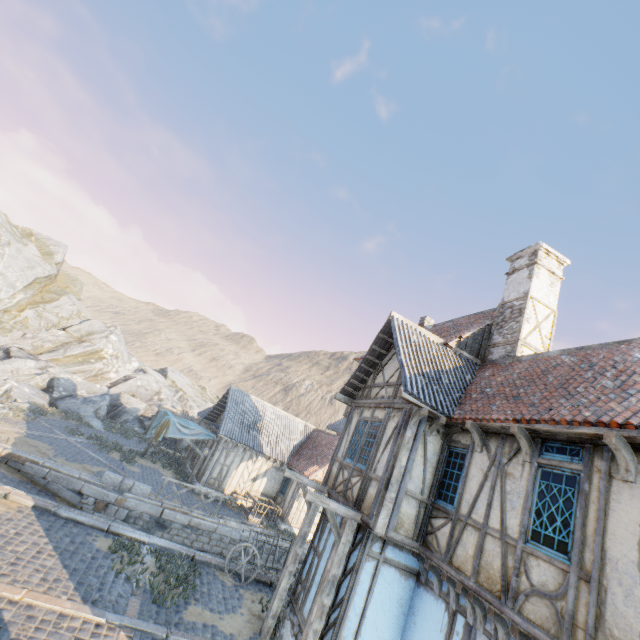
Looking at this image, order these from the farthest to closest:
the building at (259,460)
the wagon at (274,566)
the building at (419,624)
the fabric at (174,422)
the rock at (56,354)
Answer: the rock at (56,354) < the building at (259,460) < the fabric at (174,422) < the wagon at (274,566) < the building at (419,624)

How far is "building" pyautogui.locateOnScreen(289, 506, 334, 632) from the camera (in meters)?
8.44

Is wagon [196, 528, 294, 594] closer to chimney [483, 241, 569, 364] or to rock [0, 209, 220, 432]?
rock [0, 209, 220, 432]

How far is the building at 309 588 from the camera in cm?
844

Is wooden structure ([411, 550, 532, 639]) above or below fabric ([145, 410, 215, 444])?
above

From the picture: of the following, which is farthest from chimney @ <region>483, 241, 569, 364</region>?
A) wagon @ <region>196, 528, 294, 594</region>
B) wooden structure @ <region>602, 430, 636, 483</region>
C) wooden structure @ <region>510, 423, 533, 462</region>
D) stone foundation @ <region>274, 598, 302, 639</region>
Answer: wagon @ <region>196, 528, 294, 594</region>

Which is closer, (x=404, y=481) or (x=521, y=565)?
(x=521, y=565)

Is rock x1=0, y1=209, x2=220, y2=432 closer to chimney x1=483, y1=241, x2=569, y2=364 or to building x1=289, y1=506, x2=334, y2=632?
building x1=289, y1=506, x2=334, y2=632
